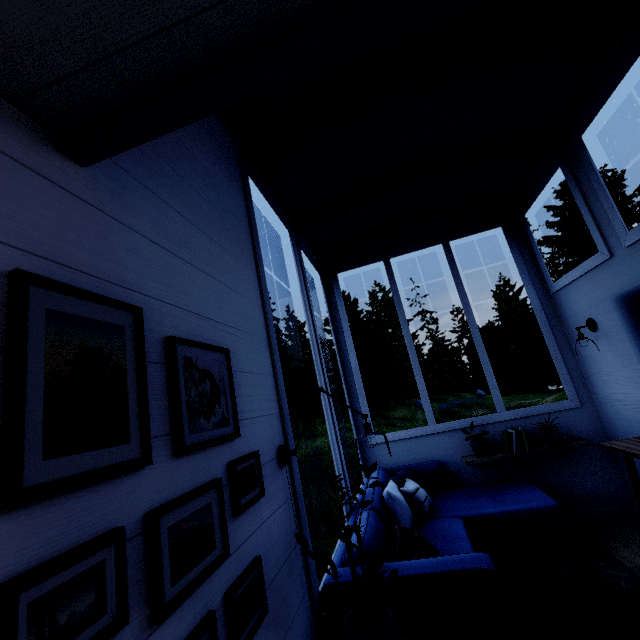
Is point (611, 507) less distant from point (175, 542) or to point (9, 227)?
point (175, 542)
